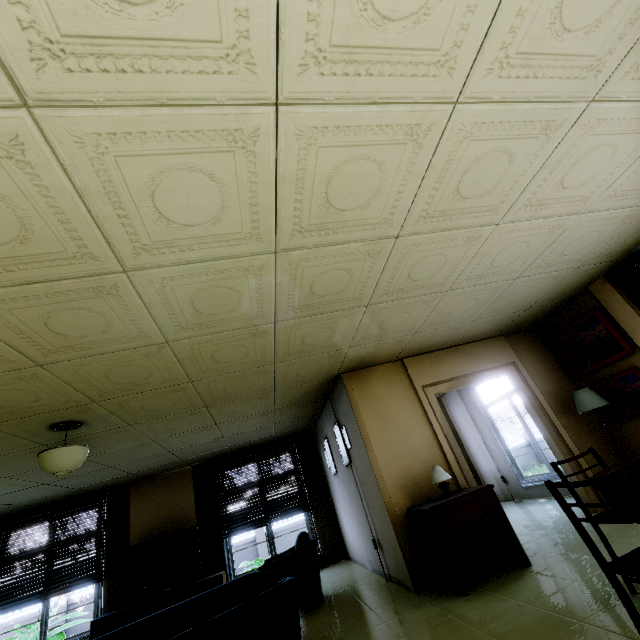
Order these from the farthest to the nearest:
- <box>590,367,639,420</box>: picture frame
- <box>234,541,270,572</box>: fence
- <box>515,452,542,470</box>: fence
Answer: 1. <box>515,452,542,470</box>: fence
2. <box>234,541,270,572</box>: fence
3. <box>590,367,639,420</box>: picture frame

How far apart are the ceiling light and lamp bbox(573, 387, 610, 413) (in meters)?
6.64

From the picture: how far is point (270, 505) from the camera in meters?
7.3

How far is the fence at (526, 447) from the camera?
15.2m

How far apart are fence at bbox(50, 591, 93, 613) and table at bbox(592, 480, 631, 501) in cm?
1409

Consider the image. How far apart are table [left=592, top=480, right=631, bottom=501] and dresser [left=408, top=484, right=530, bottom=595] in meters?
1.6

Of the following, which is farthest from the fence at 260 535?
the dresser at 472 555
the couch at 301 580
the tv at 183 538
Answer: the couch at 301 580

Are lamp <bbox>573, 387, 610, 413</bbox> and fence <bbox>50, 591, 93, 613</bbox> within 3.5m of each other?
no
